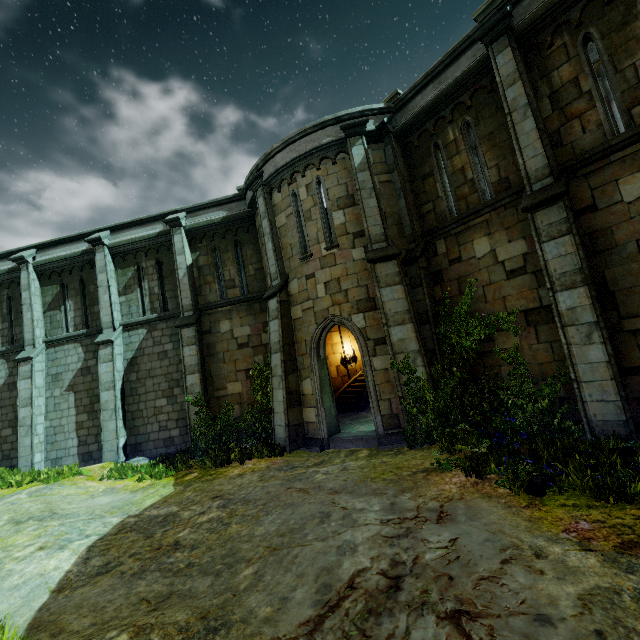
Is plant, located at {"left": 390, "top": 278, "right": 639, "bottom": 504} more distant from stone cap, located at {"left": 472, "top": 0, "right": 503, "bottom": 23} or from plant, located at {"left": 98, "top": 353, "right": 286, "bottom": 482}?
stone cap, located at {"left": 472, "top": 0, "right": 503, "bottom": 23}

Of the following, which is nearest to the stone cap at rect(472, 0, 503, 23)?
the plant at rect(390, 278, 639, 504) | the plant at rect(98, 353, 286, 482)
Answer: the plant at rect(390, 278, 639, 504)

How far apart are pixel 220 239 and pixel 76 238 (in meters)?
6.75

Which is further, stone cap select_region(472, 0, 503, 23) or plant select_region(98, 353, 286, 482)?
plant select_region(98, 353, 286, 482)

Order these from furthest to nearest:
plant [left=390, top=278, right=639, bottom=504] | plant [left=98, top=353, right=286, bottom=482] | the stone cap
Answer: plant [left=98, top=353, right=286, bottom=482]
the stone cap
plant [left=390, top=278, right=639, bottom=504]

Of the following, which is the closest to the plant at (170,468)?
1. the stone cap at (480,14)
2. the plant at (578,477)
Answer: the plant at (578,477)
